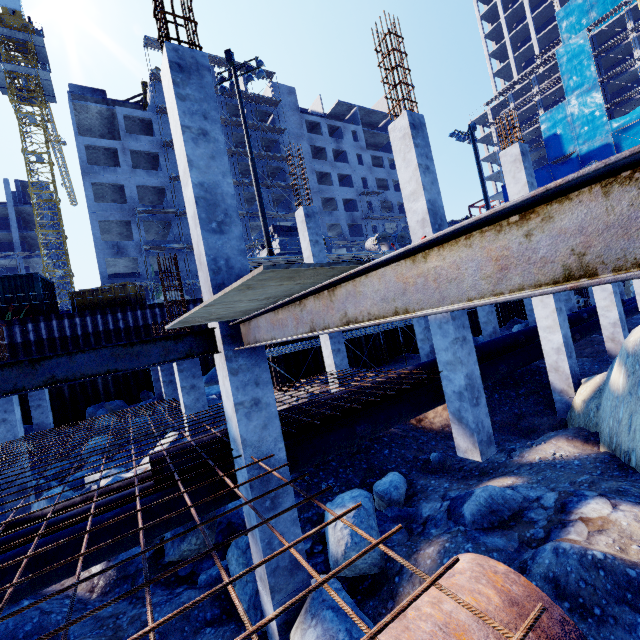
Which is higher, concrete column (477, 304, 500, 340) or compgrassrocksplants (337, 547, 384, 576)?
concrete column (477, 304, 500, 340)

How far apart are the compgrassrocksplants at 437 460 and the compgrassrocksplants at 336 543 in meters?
3.1

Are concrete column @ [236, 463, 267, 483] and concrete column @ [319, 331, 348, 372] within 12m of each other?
yes

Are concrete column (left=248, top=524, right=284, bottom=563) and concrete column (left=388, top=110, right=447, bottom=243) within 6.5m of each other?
yes

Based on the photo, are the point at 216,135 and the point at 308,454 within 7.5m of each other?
yes

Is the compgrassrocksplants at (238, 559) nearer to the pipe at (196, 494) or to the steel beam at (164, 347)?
the pipe at (196, 494)

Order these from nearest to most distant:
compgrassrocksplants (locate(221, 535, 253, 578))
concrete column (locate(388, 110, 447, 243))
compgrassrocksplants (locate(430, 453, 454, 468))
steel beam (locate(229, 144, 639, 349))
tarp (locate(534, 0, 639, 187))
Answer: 1. steel beam (locate(229, 144, 639, 349))
2. compgrassrocksplants (locate(221, 535, 253, 578))
3. concrete column (locate(388, 110, 447, 243))
4. compgrassrocksplants (locate(430, 453, 454, 468))
5. tarp (locate(534, 0, 639, 187))

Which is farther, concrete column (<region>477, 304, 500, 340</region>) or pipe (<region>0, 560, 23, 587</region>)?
concrete column (<region>477, 304, 500, 340</region>)
